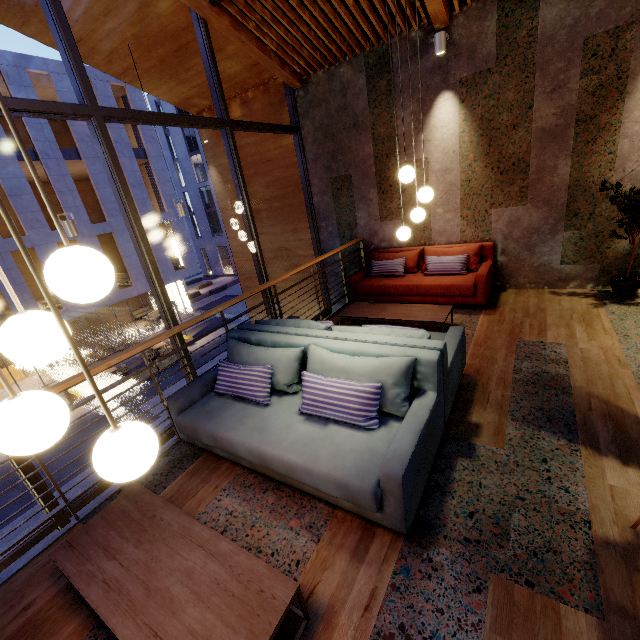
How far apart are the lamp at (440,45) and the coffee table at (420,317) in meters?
3.7

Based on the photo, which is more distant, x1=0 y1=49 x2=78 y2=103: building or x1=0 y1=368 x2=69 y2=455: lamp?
x1=0 y1=49 x2=78 y2=103: building

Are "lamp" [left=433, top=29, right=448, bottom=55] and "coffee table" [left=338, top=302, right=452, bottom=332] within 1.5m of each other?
no

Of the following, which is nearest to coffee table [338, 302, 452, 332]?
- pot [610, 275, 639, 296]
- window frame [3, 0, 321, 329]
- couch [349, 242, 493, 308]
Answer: couch [349, 242, 493, 308]

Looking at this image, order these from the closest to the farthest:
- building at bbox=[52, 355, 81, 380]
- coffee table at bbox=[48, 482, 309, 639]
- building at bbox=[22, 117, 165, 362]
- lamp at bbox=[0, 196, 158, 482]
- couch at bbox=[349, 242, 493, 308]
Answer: lamp at bbox=[0, 196, 158, 482], coffee table at bbox=[48, 482, 309, 639], couch at bbox=[349, 242, 493, 308], building at bbox=[22, 117, 165, 362], building at bbox=[52, 355, 81, 380]

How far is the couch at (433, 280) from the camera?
5.1 meters

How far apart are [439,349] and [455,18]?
5.20m

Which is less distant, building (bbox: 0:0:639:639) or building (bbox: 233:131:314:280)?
building (bbox: 0:0:639:639)
